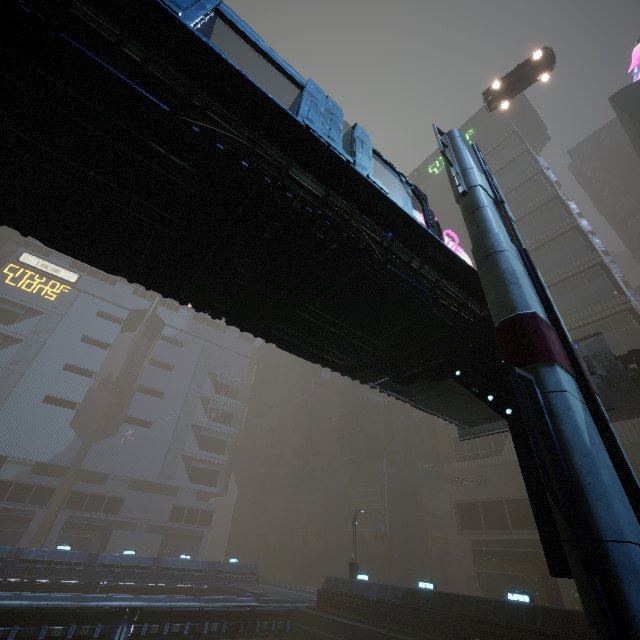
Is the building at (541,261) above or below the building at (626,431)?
above

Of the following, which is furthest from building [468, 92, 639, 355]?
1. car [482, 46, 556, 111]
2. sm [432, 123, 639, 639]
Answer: car [482, 46, 556, 111]

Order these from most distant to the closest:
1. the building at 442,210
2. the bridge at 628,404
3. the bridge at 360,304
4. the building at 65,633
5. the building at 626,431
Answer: the building at 442,210
the building at 626,431
the building at 65,633
the bridge at 628,404
the bridge at 360,304

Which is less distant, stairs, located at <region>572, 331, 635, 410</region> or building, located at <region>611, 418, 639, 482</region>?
stairs, located at <region>572, 331, 635, 410</region>

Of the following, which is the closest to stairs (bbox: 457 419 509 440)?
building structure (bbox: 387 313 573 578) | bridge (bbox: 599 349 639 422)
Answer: bridge (bbox: 599 349 639 422)

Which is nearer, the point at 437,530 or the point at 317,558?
the point at 437,530

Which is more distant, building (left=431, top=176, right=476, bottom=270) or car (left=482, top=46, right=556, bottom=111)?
building (left=431, top=176, right=476, bottom=270)

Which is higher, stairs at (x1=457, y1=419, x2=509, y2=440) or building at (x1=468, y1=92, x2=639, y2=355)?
building at (x1=468, y1=92, x2=639, y2=355)
